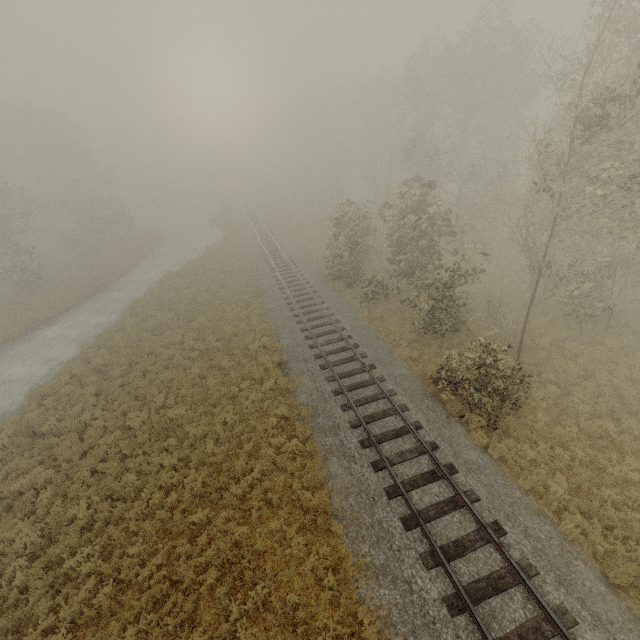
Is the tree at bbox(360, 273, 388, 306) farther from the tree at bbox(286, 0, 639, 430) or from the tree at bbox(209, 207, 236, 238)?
the tree at bbox(209, 207, 236, 238)

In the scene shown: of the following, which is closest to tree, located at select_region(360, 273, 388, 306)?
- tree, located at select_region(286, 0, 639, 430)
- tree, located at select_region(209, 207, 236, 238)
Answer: tree, located at select_region(286, 0, 639, 430)

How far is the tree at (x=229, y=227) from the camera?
44.22m

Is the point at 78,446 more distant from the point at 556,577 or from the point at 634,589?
the point at 634,589

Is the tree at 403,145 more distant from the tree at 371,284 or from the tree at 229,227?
the tree at 229,227

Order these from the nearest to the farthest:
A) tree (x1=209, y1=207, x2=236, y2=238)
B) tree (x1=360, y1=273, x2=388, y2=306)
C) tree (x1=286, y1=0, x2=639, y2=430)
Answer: tree (x1=286, y1=0, x2=639, y2=430) < tree (x1=360, y1=273, x2=388, y2=306) < tree (x1=209, y1=207, x2=236, y2=238)
